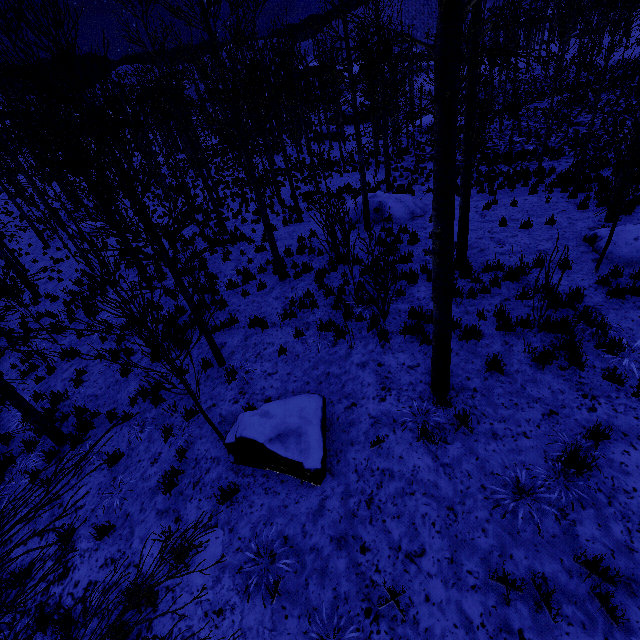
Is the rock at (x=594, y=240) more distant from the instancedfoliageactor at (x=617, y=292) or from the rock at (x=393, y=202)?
the rock at (x=393, y=202)

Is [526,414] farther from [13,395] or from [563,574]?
[13,395]

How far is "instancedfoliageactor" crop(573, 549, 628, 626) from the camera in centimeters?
297cm

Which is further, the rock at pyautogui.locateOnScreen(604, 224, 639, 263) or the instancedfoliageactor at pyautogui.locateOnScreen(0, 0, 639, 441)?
the rock at pyautogui.locateOnScreen(604, 224, 639, 263)

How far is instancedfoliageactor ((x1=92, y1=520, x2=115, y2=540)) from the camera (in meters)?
5.18

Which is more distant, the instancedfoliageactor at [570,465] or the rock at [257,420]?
the rock at [257,420]

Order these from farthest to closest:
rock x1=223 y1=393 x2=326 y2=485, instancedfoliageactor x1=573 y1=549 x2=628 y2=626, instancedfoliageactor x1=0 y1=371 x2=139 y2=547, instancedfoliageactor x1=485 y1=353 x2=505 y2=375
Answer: instancedfoliageactor x1=485 y1=353 x2=505 y2=375 < rock x1=223 y1=393 x2=326 y2=485 < instancedfoliageactor x1=573 y1=549 x2=628 y2=626 < instancedfoliageactor x1=0 y1=371 x2=139 y2=547

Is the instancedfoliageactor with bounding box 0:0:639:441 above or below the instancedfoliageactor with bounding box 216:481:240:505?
above
